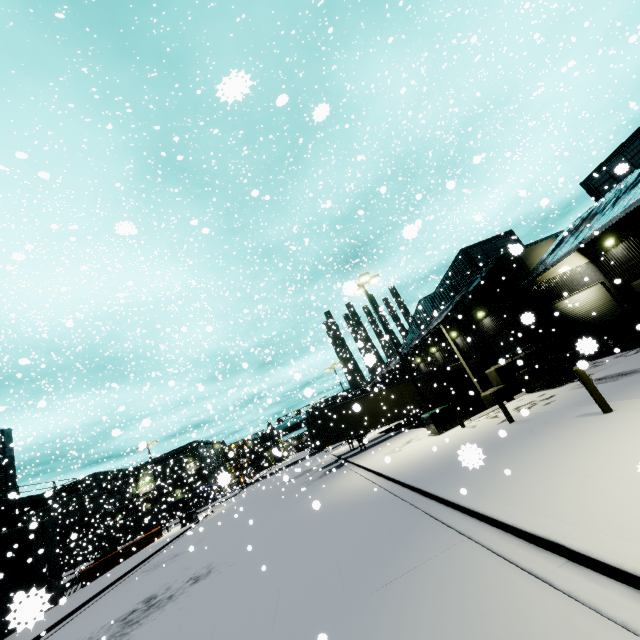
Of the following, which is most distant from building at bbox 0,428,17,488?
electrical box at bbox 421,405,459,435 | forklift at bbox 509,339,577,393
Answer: electrical box at bbox 421,405,459,435

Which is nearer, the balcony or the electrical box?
the electrical box

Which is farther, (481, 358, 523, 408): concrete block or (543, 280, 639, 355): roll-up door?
(543, 280, 639, 355): roll-up door

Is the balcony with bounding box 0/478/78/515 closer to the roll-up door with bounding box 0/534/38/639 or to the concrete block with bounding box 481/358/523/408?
the roll-up door with bounding box 0/534/38/639

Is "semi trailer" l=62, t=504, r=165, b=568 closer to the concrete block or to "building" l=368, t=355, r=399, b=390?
"building" l=368, t=355, r=399, b=390

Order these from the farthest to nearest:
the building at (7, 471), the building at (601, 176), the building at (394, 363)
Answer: the building at (394, 363) < the building at (7, 471) < the building at (601, 176)

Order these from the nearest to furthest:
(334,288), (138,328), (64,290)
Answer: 1. (64,290)
2. (138,328)
3. (334,288)

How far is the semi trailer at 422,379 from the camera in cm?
2608
